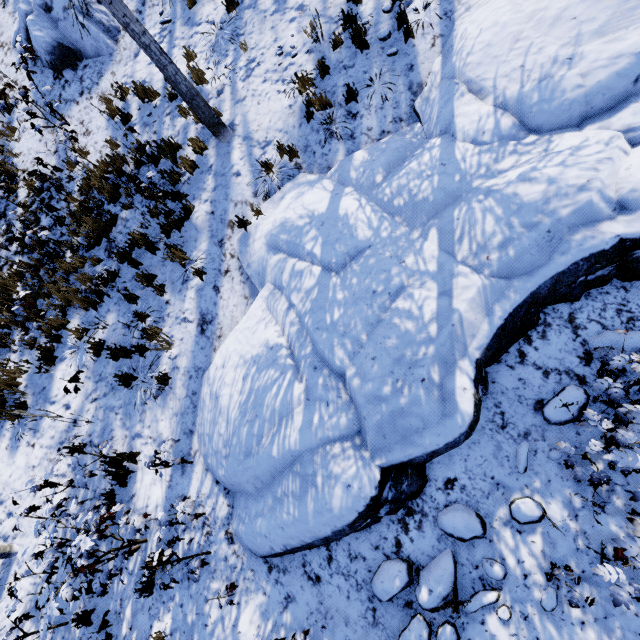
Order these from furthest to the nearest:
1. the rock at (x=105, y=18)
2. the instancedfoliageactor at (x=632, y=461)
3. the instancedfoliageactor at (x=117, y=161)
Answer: the rock at (x=105, y=18), the instancedfoliageactor at (x=117, y=161), the instancedfoliageactor at (x=632, y=461)

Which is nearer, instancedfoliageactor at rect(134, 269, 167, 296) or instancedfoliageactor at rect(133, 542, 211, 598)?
instancedfoliageactor at rect(133, 542, 211, 598)

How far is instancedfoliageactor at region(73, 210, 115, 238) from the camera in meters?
7.3

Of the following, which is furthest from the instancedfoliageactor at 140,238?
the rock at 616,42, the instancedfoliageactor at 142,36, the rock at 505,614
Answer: the instancedfoliageactor at 142,36

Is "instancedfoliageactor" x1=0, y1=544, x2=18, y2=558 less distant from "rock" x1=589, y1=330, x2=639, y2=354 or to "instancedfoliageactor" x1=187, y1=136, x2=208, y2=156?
"rock" x1=589, y1=330, x2=639, y2=354

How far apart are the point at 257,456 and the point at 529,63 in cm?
676

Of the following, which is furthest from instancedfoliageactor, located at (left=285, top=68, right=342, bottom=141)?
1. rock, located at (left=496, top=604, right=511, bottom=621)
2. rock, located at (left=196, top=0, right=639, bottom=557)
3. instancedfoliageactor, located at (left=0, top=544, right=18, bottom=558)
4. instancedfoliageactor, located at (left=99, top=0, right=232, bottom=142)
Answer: instancedfoliageactor, located at (left=0, top=544, right=18, bottom=558)

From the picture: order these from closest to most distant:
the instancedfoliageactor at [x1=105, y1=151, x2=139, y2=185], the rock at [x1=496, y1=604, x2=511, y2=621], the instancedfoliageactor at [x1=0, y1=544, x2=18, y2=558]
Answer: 1. the rock at [x1=496, y1=604, x2=511, y2=621]
2. the instancedfoliageactor at [x1=0, y1=544, x2=18, y2=558]
3. the instancedfoliageactor at [x1=105, y1=151, x2=139, y2=185]
